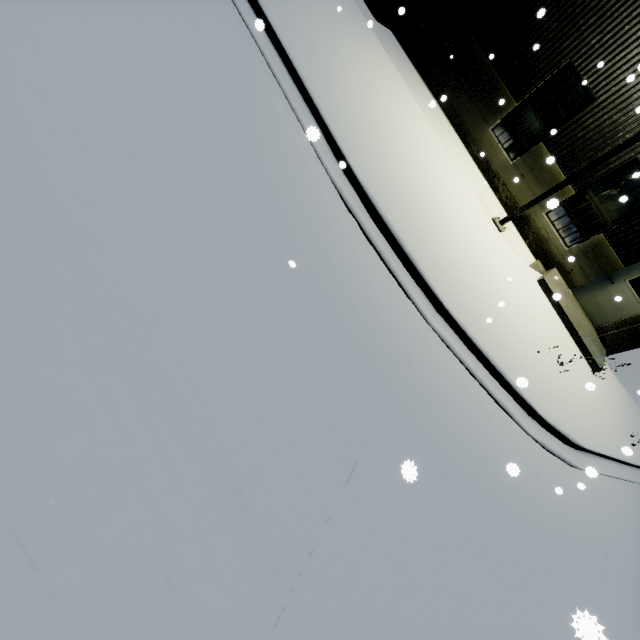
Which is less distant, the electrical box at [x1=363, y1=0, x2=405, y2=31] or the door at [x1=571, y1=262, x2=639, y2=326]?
the door at [x1=571, y1=262, x2=639, y2=326]

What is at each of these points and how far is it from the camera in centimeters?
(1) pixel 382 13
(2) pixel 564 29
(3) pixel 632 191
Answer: (1) electrical box, 1166cm
(2) building, 938cm
(3) building, 942cm

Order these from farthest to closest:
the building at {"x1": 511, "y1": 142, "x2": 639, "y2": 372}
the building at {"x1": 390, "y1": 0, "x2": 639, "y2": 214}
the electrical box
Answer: the electrical box < the building at {"x1": 511, "y1": 142, "x2": 639, "y2": 372} < the building at {"x1": 390, "y1": 0, "x2": 639, "y2": 214}

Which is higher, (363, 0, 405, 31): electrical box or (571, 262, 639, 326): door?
(571, 262, 639, 326): door

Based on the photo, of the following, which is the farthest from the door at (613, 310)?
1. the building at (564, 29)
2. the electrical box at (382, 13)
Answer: the electrical box at (382, 13)

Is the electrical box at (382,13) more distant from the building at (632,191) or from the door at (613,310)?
the door at (613,310)

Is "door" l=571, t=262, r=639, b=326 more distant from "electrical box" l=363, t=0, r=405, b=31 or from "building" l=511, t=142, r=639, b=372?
"electrical box" l=363, t=0, r=405, b=31
